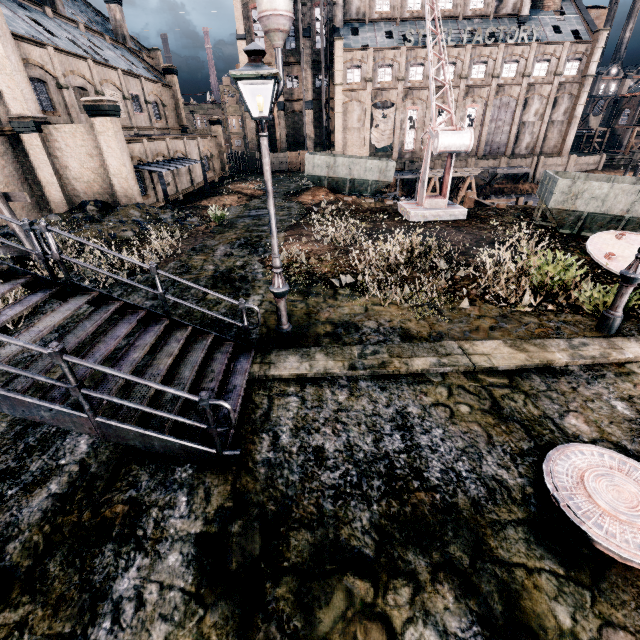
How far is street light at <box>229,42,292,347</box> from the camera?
5.2 meters

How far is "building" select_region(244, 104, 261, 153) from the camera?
50.3 meters

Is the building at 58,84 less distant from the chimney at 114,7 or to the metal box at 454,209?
the chimney at 114,7

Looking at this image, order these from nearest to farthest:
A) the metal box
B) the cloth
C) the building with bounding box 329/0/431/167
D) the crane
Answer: the crane, the metal box, the building with bounding box 329/0/431/167, the cloth

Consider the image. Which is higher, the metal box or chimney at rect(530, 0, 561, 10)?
chimney at rect(530, 0, 561, 10)

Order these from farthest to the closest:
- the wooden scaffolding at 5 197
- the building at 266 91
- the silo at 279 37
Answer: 1. the building at 266 91
2. the silo at 279 37
3. the wooden scaffolding at 5 197

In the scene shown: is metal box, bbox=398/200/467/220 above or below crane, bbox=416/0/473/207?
below

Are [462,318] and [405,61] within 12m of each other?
no
